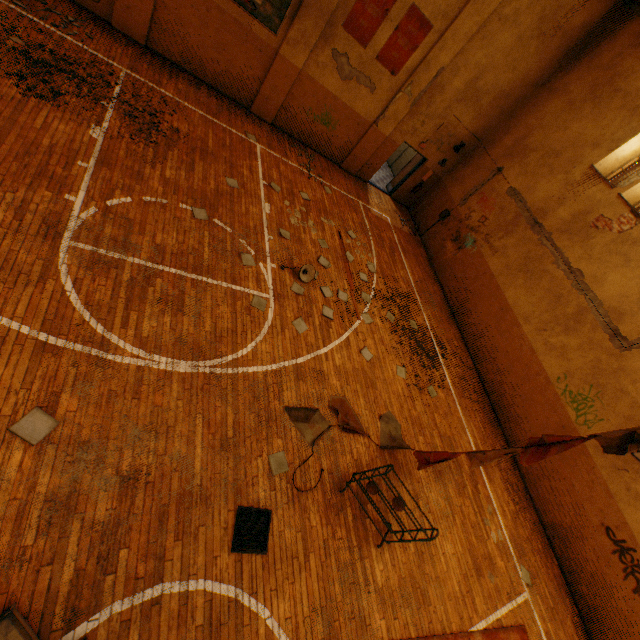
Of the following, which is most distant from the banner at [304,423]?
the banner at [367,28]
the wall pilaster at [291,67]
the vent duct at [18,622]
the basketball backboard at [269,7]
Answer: the banner at [367,28]

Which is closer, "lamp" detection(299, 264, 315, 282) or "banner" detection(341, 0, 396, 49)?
"lamp" detection(299, 264, 315, 282)

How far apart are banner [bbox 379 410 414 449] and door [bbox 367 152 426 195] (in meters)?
10.57

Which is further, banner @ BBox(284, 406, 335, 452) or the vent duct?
banner @ BBox(284, 406, 335, 452)

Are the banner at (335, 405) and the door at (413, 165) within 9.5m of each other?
no

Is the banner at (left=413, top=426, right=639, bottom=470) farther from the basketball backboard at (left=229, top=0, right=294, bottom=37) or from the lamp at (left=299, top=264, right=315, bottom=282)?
the basketball backboard at (left=229, top=0, right=294, bottom=37)

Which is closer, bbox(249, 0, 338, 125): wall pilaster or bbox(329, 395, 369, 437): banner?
bbox(329, 395, 369, 437): banner

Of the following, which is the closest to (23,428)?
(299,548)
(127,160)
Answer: (299,548)
